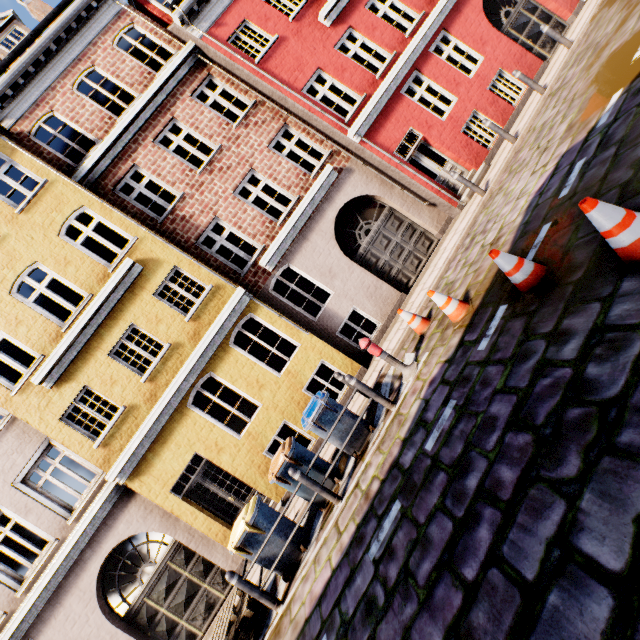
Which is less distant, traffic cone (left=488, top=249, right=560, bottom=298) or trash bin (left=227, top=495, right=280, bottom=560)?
traffic cone (left=488, top=249, right=560, bottom=298)

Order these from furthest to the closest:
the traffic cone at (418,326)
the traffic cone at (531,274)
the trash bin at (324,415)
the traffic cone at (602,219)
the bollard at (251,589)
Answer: the traffic cone at (418,326)
the trash bin at (324,415)
the bollard at (251,589)
the traffic cone at (531,274)
the traffic cone at (602,219)

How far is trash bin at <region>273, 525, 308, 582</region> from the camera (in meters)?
5.94

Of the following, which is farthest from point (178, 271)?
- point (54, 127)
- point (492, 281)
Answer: point (492, 281)

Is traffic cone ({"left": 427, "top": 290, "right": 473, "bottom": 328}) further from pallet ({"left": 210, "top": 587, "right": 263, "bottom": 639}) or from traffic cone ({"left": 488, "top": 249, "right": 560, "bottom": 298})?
pallet ({"left": 210, "top": 587, "right": 263, "bottom": 639})

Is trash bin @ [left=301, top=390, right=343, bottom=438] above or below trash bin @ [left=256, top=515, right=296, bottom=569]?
above

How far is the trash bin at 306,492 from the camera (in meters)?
6.34

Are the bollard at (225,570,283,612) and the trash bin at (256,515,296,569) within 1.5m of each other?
yes
